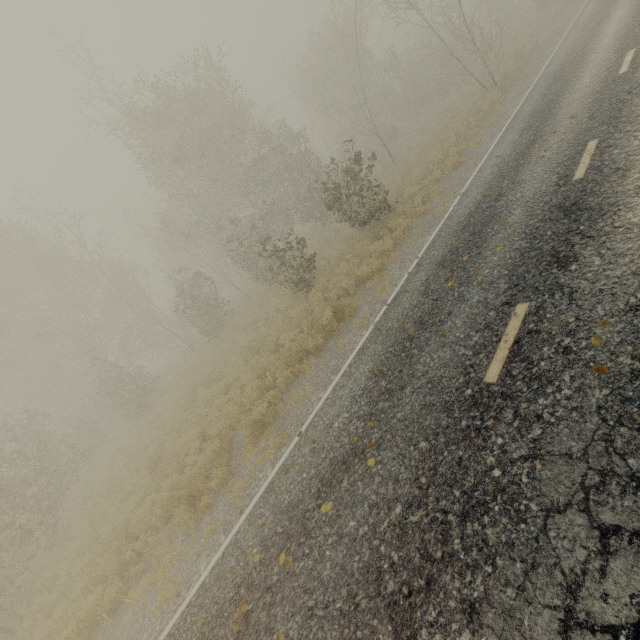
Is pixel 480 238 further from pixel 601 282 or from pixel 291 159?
pixel 291 159
